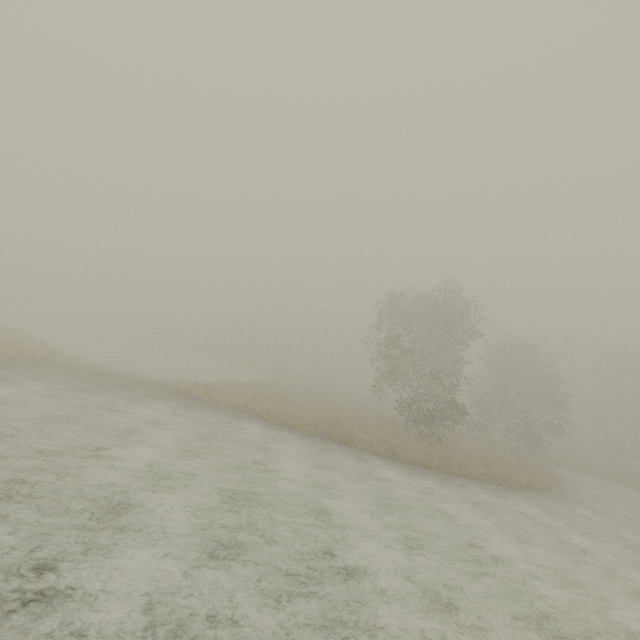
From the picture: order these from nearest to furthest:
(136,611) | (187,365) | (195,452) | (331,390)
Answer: (136,611), (195,452), (187,365), (331,390)
